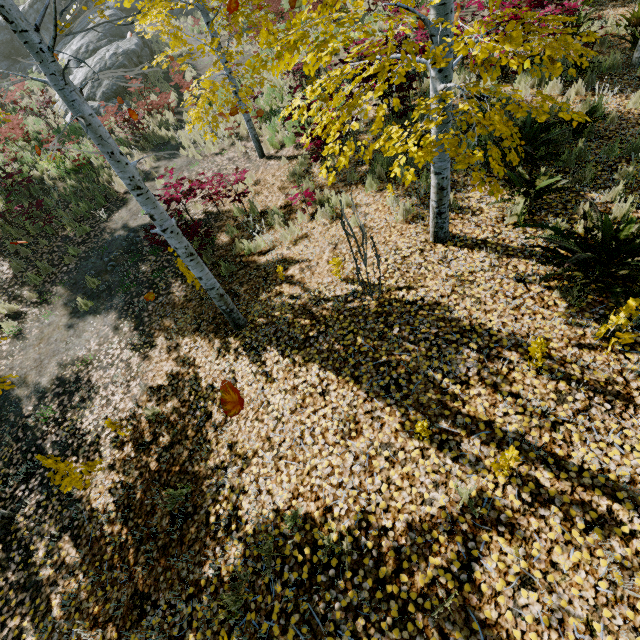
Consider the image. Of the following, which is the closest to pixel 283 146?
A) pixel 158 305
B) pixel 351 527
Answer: pixel 158 305

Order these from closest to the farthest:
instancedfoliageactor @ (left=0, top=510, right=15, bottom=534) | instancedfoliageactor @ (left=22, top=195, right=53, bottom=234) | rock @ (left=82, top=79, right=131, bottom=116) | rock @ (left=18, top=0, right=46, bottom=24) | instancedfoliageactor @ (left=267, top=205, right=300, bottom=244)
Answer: instancedfoliageactor @ (left=0, top=510, right=15, bottom=534)
instancedfoliageactor @ (left=267, top=205, right=300, bottom=244)
instancedfoliageactor @ (left=22, top=195, right=53, bottom=234)
rock @ (left=82, top=79, right=131, bottom=116)
rock @ (left=18, top=0, right=46, bottom=24)

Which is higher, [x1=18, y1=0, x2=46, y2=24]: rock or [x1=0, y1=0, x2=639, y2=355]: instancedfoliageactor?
[x1=18, y1=0, x2=46, y2=24]: rock

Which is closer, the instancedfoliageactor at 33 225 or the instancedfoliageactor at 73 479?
the instancedfoliageactor at 73 479

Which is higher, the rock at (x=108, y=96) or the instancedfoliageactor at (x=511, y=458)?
the rock at (x=108, y=96)

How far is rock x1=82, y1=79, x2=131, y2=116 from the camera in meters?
15.3

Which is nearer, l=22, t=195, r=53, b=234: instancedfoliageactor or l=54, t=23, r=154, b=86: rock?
l=22, t=195, r=53, b=234: instancedfoliageactor
